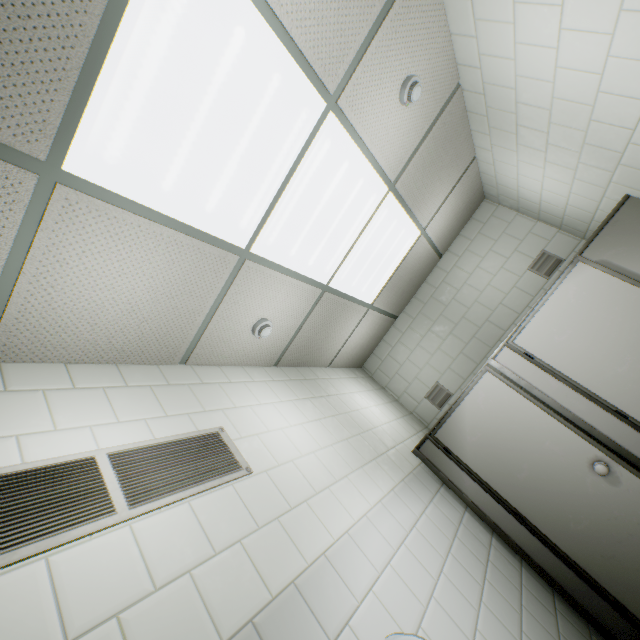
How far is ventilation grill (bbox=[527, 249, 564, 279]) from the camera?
3.6m

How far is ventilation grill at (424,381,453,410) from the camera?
4.1 meters

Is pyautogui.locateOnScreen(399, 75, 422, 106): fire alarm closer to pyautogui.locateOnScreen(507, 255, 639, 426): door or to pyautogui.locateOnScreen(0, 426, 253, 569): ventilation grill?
pyautogui.locateOnScreen(507, 255, 639, 426): door

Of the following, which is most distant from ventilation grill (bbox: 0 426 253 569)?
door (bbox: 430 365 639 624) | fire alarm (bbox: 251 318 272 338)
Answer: door (bbox: 430 365 639 624)

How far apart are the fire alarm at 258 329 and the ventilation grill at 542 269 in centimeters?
317cm

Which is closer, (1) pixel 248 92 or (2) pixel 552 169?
(1) pixel 248 92

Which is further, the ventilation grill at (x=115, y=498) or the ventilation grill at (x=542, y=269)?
the ventilation grill at (x=542, y=269)

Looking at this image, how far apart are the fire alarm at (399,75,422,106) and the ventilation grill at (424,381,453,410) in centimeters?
314cm
